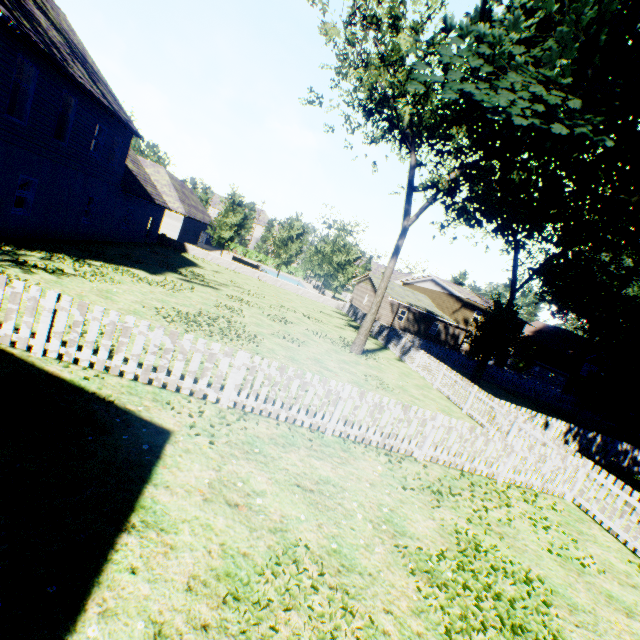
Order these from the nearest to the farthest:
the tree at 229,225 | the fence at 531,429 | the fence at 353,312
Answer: the fence at 531,429, the fence at 353,312, the tree at 229,225

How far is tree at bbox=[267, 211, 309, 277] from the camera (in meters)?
34.59

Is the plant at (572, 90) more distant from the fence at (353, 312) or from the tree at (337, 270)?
the tree at (337, 270)

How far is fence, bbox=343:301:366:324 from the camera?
29.5m

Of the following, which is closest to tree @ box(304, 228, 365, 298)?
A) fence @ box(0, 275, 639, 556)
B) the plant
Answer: fence @ box(0, 275, 639, 556)

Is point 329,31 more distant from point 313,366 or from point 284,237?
point 284,237

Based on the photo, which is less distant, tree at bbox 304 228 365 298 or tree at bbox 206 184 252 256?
tree at bbox 206 184 252 256
